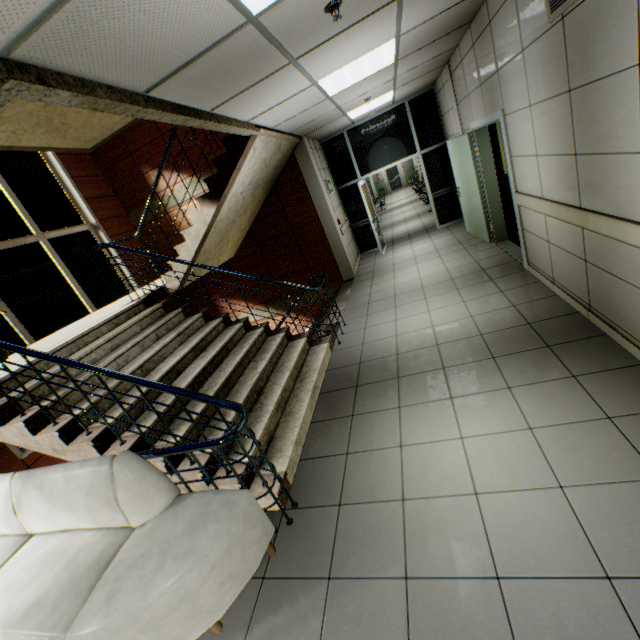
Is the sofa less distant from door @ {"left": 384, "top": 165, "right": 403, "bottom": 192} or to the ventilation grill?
the ventilation grill

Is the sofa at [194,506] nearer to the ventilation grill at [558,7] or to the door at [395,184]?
the ventilation grill at [558,7]

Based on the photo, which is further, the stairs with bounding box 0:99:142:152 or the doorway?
the doorway

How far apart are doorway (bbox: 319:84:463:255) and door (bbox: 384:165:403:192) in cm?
1602

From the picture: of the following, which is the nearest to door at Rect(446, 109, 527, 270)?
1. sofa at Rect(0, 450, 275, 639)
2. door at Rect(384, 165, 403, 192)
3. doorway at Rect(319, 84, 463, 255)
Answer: doorway at Rect(319, 84, 463, 255)

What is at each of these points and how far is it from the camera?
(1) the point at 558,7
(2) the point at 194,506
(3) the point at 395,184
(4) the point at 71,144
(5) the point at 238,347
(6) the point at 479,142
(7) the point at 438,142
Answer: (1) ventilation grill, 2.3m
(2) sofa, 2.2m
(3) door, 23.2m
(4) stairs, 7.0m
(5) stairs, 4.5m
(6) door, 5.5m
(7) doorway, 8.0m

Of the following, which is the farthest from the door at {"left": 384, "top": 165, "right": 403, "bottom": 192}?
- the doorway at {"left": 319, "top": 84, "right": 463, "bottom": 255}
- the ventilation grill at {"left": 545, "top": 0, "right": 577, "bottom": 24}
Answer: the ventilation grill at {"left": 545, "top": 0, "right": 577, "bottom": 24}

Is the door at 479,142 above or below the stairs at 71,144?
below
